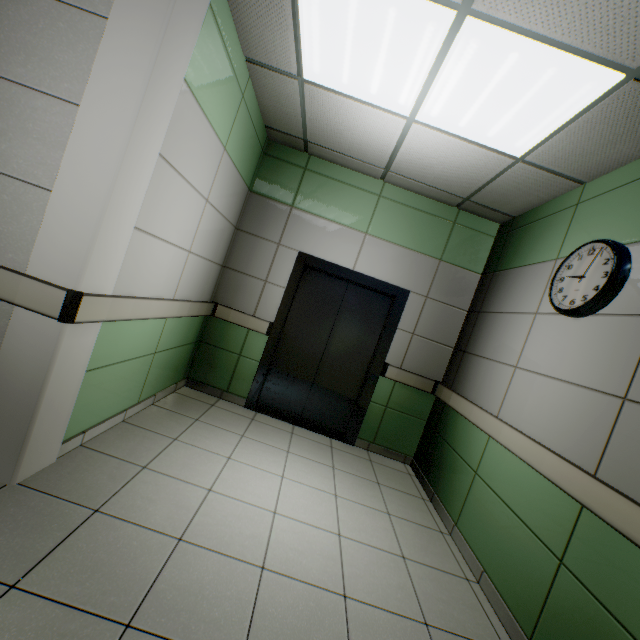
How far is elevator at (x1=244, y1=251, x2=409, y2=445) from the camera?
4.04m

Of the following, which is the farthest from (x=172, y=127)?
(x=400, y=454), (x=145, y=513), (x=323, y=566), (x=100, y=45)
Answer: (x=400, y=454)

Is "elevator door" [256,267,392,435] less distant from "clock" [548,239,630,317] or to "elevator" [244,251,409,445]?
"elevator" [244,251,409,445]

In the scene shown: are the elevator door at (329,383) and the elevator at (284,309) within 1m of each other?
yes

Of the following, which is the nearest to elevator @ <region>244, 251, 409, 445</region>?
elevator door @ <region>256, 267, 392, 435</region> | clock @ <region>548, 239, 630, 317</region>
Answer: elevator door @ <region>256, 267, 392, 435</region>

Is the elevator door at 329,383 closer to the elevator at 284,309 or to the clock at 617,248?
the elevator at 284,309
